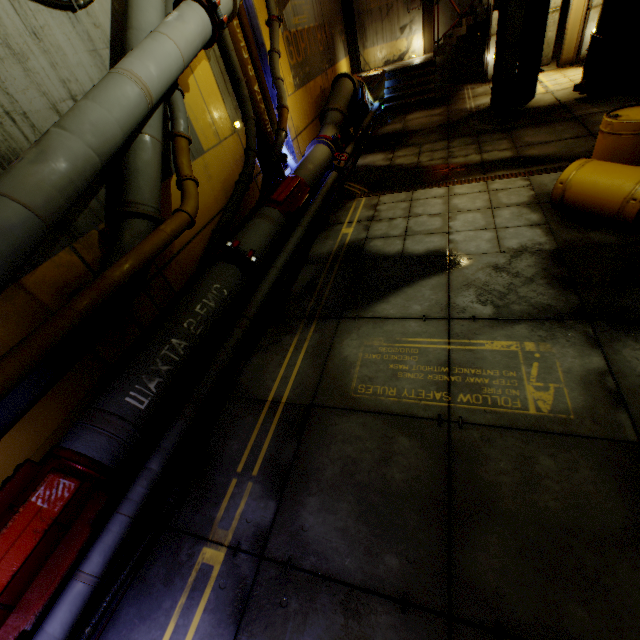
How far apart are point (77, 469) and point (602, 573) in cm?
436

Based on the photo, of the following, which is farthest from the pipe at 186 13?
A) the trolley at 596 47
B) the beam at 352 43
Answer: the trolley at 596 47

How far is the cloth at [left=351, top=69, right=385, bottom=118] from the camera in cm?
1315

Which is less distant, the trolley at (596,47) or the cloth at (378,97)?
the trolley at (596,47)

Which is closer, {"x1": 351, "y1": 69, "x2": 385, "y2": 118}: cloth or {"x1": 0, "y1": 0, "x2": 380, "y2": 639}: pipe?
{"x1": 0, "y1": 0, "x2": 380, "y2": 639}: pipe

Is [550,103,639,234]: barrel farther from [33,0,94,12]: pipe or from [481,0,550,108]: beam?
[481,0,550,108]: beam

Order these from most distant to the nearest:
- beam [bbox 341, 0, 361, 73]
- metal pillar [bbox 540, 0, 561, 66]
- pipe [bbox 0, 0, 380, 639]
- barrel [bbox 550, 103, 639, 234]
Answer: beam [bbox 341, 0, 361, 73], metal pillar [bbox 540, 0, 561, 66], barrel [bbox 550, 103, 639, 234], pipe [bbox 0, 0, 380, 639]

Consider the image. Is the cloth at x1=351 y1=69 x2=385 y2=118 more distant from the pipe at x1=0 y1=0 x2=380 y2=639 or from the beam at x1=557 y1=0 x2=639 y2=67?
the beam at x1=557 y1=0 x2=639 y2=67
